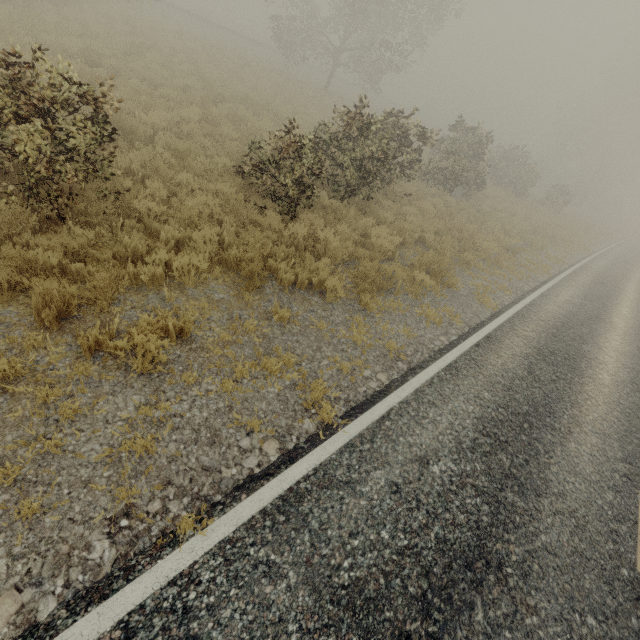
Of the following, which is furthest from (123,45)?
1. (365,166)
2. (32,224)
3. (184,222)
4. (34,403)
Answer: (34,403)
